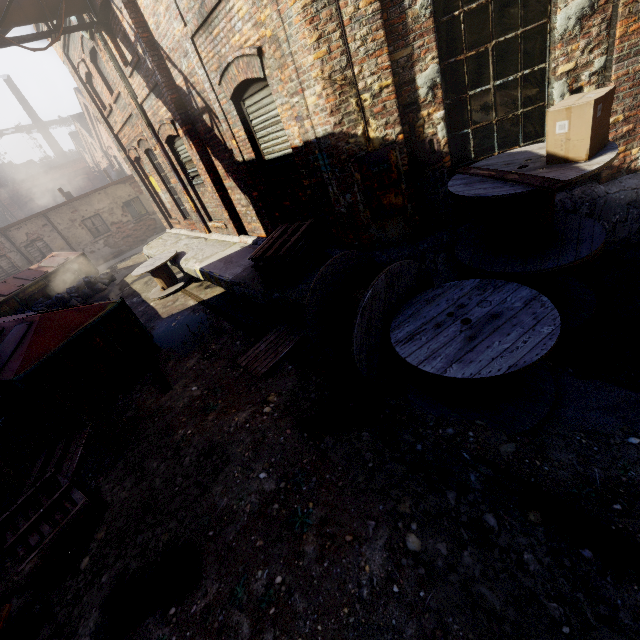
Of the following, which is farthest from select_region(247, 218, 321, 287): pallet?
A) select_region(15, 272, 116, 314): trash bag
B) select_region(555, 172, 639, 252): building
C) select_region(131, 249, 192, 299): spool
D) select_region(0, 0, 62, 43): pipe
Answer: select_region(15, 272, 116, 314): trash bag

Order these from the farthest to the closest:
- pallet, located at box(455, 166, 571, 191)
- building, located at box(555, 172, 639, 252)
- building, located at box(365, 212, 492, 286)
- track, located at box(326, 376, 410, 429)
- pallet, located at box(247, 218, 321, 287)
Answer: pallet, located at box(247, 218, 321, 287) < building, located at box(365, 212, 492, 286) < building, located at box(555, 172, 639, 252) < track, located at box(326, 376, 410, 429) < pallet, located at box(455, 166, 571, 191)

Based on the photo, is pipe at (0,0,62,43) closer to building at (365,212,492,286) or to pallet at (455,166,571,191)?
building at (365,212,492,286)

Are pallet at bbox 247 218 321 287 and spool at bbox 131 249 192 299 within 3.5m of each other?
no

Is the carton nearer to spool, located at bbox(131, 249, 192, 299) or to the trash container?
the trash container

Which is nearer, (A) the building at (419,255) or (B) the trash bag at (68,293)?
(A) the building at (419,255)

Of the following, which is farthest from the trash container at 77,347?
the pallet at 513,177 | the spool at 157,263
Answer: the pallet at 513,177

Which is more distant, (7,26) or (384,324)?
(7,26)
